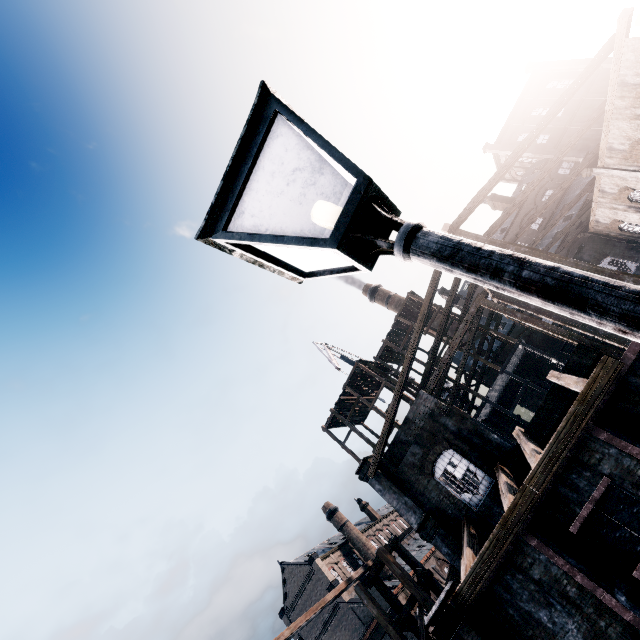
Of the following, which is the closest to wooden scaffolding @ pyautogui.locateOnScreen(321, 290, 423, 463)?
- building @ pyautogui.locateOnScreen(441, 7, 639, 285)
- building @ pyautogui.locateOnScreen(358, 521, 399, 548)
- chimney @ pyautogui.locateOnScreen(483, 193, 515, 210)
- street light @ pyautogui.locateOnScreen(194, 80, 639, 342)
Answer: building @ pyautogui.locateOnScreen(441, 7, 639, 285)

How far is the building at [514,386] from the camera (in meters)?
36.34

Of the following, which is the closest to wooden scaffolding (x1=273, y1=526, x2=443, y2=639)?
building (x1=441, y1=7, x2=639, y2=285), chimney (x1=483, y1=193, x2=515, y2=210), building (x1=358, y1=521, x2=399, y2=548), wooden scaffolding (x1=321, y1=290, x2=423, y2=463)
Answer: building (x1=441, y1=7, x2=639, y2=285)

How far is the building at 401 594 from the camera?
39.7 meters

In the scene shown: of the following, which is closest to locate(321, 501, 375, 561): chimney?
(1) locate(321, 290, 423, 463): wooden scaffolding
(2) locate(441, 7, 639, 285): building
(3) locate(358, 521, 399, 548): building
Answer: (3) locate(358, 521, 399, 548): building

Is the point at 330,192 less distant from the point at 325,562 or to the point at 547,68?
the point at 325,562

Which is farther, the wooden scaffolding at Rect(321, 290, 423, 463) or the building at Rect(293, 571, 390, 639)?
the building at Rect(293, 571, 390, 639)

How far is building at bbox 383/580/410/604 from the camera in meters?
39.7
